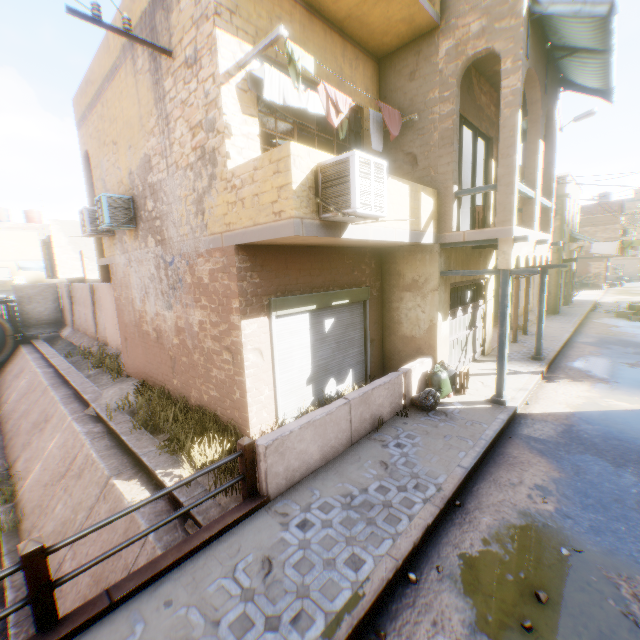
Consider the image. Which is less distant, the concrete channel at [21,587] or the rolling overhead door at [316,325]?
the concrete channel at [21,587]

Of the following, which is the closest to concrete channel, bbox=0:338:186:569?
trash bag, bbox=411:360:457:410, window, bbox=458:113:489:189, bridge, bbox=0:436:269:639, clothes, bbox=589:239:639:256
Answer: bridge, bbox=0:436:269:639

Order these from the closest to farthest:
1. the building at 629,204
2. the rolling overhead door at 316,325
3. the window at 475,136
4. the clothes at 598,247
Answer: the rolling overhead door at 316,325
the window at 475,136
the clothes at 598,247
the building at 629,204

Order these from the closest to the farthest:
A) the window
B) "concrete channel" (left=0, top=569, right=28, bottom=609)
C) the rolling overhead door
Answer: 1. "concrete channel" (left=0, top=569, right=28, bottom=609)
2. the rolling overhead door
3. the window

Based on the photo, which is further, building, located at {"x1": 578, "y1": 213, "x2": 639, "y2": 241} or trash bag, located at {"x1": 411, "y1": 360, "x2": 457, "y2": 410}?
building, located at {"x1": 578, "y1": 213, "x2": 639, "y2": 241}

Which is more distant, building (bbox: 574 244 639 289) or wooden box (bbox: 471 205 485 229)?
building (bbox: 574 244 639 289)

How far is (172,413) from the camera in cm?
738

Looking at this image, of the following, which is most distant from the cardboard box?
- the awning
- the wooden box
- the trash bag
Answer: the trash bag
